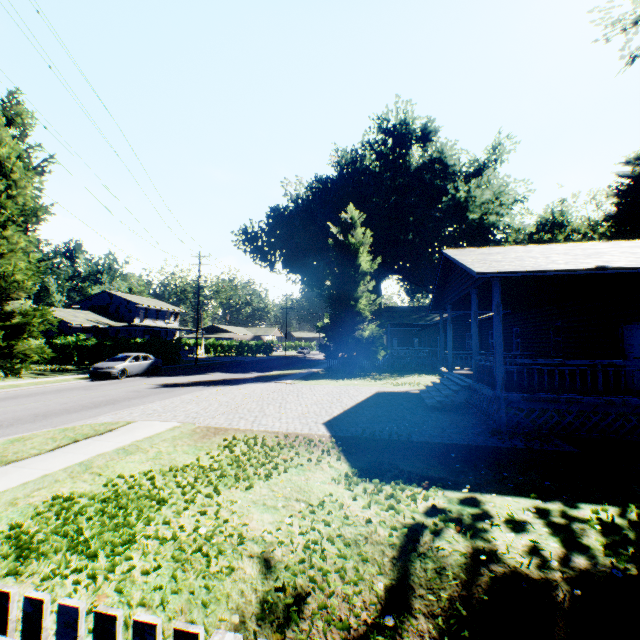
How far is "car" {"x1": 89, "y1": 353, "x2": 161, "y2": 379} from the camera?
20.2 meters

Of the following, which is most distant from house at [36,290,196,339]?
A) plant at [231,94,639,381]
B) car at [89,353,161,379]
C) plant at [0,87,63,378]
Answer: plant at [231,94,639,381]

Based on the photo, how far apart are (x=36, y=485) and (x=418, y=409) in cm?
1083

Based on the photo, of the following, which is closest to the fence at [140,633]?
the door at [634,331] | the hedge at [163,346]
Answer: the door at [634,331]

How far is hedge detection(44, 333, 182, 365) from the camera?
32.7m

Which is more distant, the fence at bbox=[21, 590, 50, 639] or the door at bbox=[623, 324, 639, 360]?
the door at bbox=[623, 324, 639, 360]

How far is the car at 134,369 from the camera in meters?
20.2
